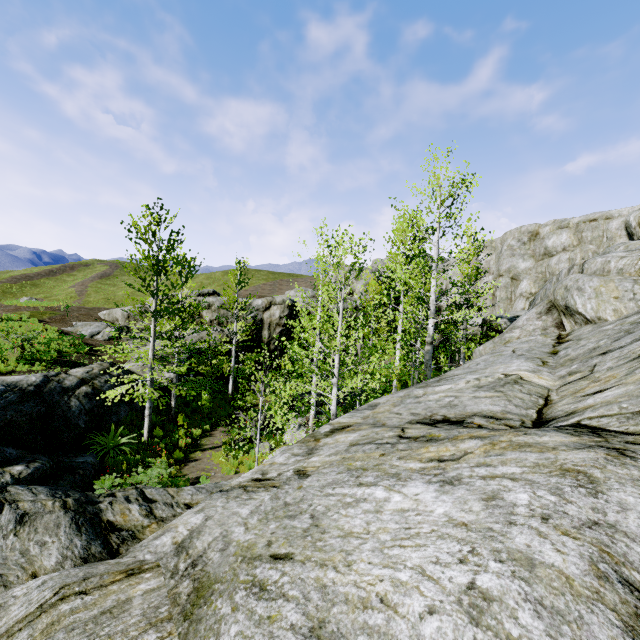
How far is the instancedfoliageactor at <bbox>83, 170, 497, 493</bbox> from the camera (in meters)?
9.95

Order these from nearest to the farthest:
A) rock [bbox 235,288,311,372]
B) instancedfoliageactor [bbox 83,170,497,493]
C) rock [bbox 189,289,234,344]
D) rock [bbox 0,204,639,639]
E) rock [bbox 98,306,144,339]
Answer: rock [bbox 0,204,639,639] < instancedfoliageactor [bbox 83,170,497,493] < rock [bbox 98,306,144,339] < rock [bbox 189,289,234,344] < rock [bbox 235,288,311,372]

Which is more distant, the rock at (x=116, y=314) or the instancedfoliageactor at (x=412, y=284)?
the rock at (x=116, y=314)

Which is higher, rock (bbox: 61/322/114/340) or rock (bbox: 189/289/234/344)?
rock (bbox: 189/289/234/344)

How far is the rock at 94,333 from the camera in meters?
21.2

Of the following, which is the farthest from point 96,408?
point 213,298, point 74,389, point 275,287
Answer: point 275,287

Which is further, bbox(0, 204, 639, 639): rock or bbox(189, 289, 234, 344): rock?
bbox(189, 289, 234, 344): rock

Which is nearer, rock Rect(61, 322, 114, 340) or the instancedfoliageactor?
the instancedfoliageactor
